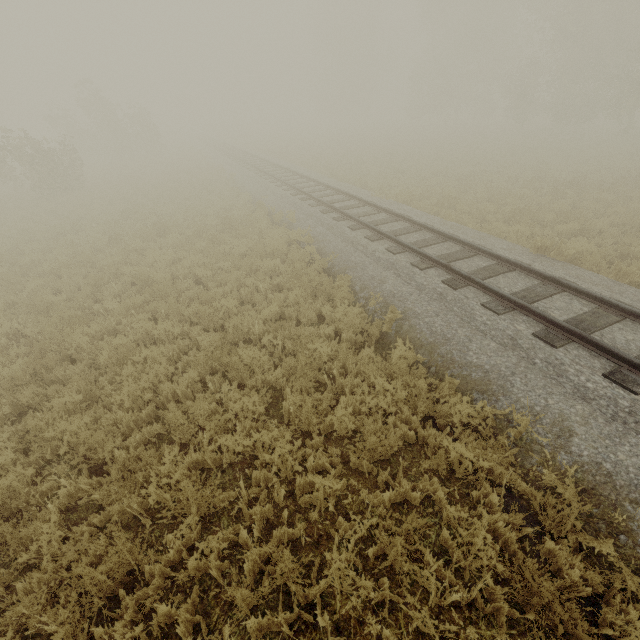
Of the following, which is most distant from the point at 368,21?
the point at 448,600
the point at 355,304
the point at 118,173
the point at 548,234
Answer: the point at 448,600

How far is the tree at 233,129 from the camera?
52.1m

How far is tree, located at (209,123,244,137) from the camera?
52.1m
